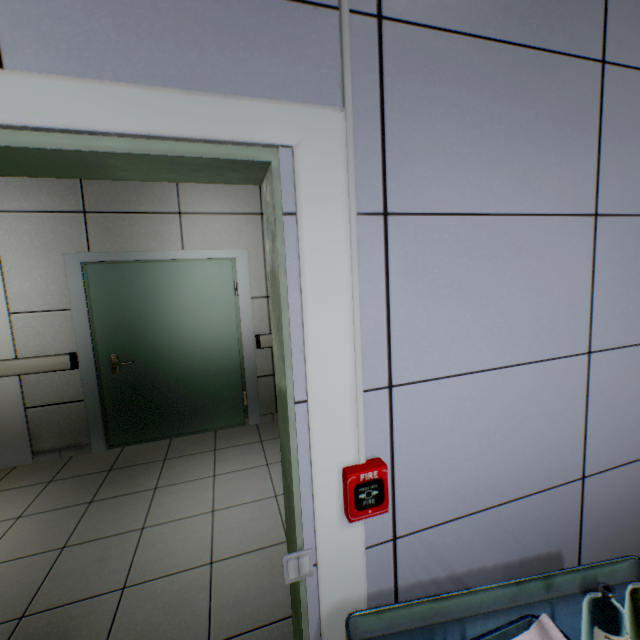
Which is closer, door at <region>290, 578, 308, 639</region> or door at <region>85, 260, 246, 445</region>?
door at <region>290, 578, 308, 639</region>

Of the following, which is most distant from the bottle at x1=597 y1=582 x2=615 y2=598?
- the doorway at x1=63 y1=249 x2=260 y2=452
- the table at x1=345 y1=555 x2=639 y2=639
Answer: the doorway at x1=63 y1=249 x2=260 y2=452

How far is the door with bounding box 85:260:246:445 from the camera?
3.5 meters

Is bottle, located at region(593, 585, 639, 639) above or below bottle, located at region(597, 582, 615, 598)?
below

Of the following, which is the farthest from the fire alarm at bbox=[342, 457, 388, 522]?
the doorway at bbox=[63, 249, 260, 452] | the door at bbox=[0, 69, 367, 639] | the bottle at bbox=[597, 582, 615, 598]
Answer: the doorway at bbox=[63, 249, 260, 452]

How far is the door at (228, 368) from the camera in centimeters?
351cm

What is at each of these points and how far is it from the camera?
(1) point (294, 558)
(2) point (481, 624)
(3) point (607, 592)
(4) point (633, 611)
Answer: (1) switch, 0.9m
(2) table, 0.9m
(3) bottle, 0.8m
(4) bottle, 0.8m

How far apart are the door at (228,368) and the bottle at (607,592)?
3.7 meters
